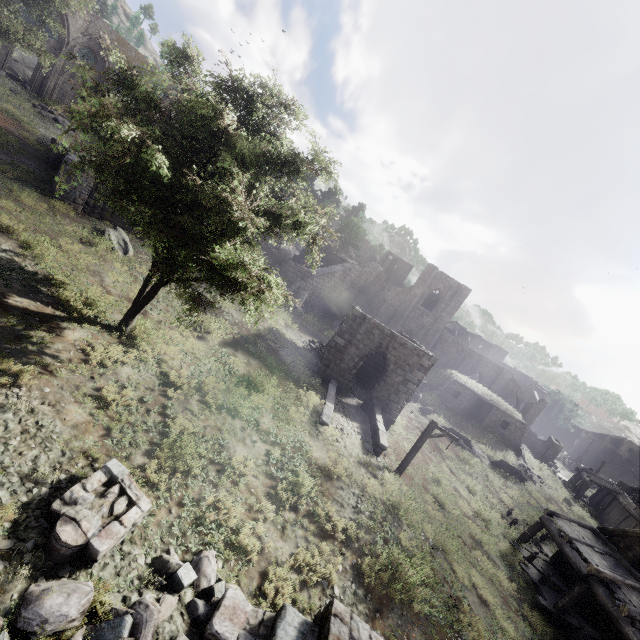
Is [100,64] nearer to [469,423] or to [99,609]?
[99,609]

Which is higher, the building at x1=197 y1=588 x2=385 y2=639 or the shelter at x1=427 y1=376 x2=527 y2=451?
the shelter at x1=427 y1=376 x2=527 y2=451

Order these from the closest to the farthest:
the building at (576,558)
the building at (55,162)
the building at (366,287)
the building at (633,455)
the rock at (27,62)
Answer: the building at (576,558), the building at (55,162), the building at (366,287), the rock at (27,62), the building at (633,455)

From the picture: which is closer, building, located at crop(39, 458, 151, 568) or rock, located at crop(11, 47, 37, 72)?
building, located at crop(39, 458, 151, 568)

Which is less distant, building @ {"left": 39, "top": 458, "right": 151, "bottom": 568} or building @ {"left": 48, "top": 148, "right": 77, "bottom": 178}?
building @ {"left": 39, "top": 458, "right": 151, "bottom": 568}

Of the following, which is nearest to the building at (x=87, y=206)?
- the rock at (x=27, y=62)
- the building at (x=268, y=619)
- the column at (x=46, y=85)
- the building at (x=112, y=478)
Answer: the building at (x=112, y=478)

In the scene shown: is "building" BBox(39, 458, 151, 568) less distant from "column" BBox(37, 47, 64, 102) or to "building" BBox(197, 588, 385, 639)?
"building" BBox(197, 588, 385, 639)

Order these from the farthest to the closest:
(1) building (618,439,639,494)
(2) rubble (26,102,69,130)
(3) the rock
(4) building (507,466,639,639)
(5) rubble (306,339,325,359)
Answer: (1) building (618,439,639,494) → (3) the rock → (2) rubble (26,102,69,130) → (5) rubble (306,339,325,359) → (4) building (507,466,639,639)
